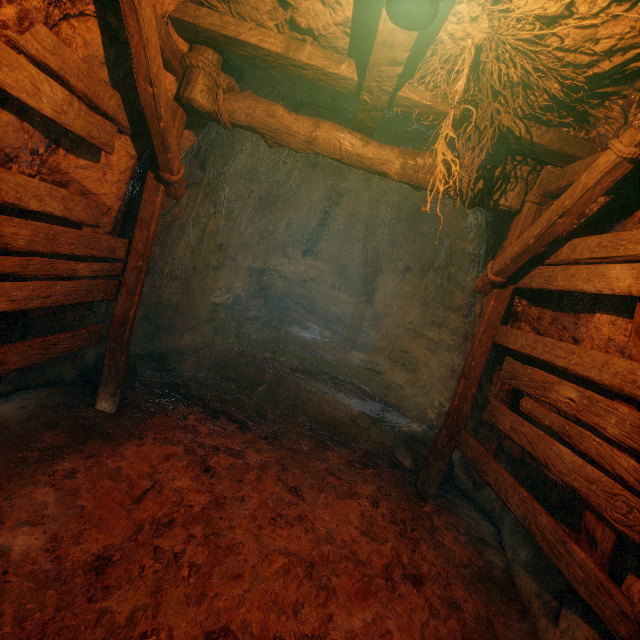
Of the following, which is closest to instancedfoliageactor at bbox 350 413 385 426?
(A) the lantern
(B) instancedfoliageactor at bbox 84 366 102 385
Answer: (B) instancedfoliageactor at bbox 84 366 102 385

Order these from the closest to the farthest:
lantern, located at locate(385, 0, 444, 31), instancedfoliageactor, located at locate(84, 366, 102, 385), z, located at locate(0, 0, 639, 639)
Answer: lantern, located at locate(385, 0, 444, 31), z, located at locate(0, 0, 639, 639), instancedfoliageactor, located at locate(84, 366, 102, 385)

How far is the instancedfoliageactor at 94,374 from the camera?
4.5m

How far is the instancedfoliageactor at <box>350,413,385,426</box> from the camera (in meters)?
5.59

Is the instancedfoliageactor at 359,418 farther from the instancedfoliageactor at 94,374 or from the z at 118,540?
the instancedfoliageactor at 94,374

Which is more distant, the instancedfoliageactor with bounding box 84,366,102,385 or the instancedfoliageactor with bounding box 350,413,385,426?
the instancedfoliageactor with bounding box 350,413,385,426

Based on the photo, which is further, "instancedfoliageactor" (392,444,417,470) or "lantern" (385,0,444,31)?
"instancedfoliageactor" (392,444,417,470)

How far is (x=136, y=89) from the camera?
3.15m
